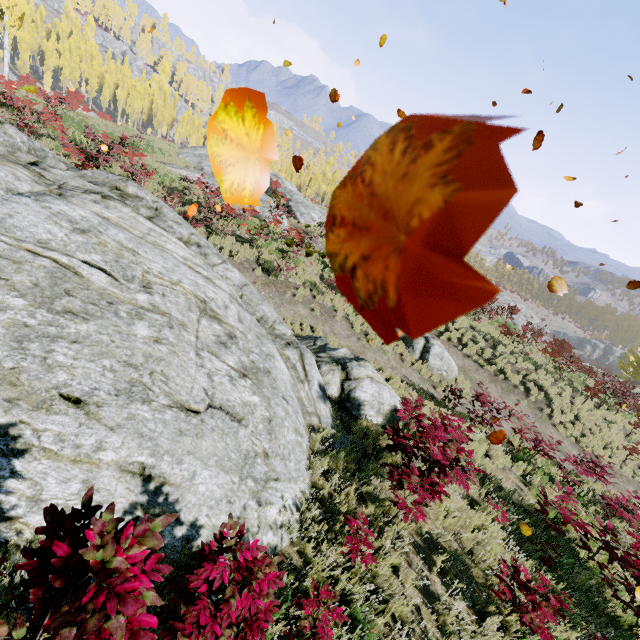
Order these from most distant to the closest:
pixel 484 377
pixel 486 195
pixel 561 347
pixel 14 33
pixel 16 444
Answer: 1. pixel 561 347
2. pixel 14 33
3. pixel 484 377
4. pixel 16 444
5. pixel 486 195

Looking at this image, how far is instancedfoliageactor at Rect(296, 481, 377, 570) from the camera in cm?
439

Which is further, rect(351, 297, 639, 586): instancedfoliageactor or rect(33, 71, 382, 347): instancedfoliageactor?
rect(33, 71, 382, 347): instancedfoliageactor

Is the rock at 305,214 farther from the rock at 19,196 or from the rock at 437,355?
the rock at 19,196

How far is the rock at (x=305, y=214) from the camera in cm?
2775

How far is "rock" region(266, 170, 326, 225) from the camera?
27.75m

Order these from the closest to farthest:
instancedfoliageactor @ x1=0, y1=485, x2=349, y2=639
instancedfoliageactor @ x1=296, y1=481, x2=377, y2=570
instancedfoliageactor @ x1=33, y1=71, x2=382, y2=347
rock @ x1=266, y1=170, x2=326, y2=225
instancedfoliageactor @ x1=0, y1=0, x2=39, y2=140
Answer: instancedfoliageactor @ x1=0, y1=485, x2=349, y2=639
instancedfoliageactor @ x1=296, y1=481, x2=377, y2=570
instancedfoliageactor @ x1=33, y1=71, x2=382, y2=347
instancedfoliageactor @ x1=0, y1=0, x2=39, y2=140
rock @ x1=266, y1=170, x2=326, y2=225

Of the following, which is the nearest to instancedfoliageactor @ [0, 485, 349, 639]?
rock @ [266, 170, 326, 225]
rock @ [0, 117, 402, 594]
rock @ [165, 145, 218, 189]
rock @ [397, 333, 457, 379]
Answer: rock @ [0, 117, 402, 594]
